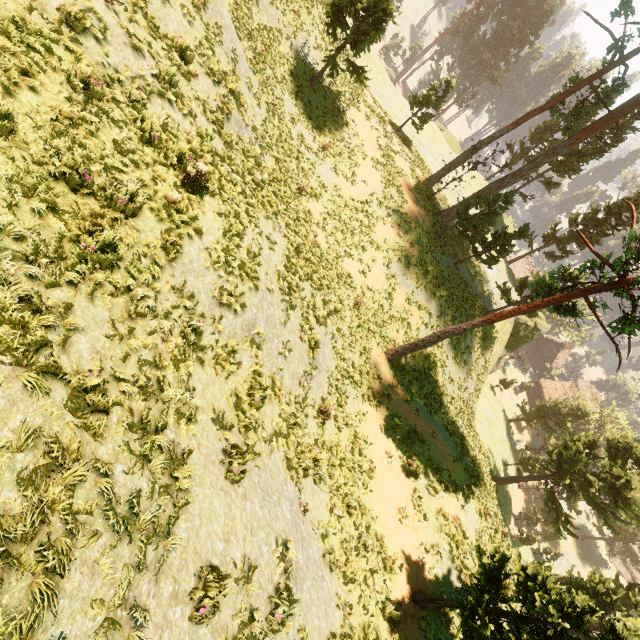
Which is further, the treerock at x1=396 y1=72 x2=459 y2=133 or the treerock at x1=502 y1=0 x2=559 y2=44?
the treerock at x1=502 y1=0 x2=559 y2=44

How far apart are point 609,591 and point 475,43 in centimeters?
8026cm

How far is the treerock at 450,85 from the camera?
28.36m

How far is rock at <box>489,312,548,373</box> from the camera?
38.56m

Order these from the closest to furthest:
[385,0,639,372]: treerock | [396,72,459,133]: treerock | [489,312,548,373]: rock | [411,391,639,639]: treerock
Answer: [411,391,639,639]: treerock
[385,0,639,372]: treerock
[396,72,459,133]: treerock
[489,312,548,373]: rock

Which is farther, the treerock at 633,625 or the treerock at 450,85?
the treerock at 450,85

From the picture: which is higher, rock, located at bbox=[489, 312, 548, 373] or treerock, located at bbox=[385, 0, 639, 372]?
treerock, located at bbox=[385, 0, 639, 372]
